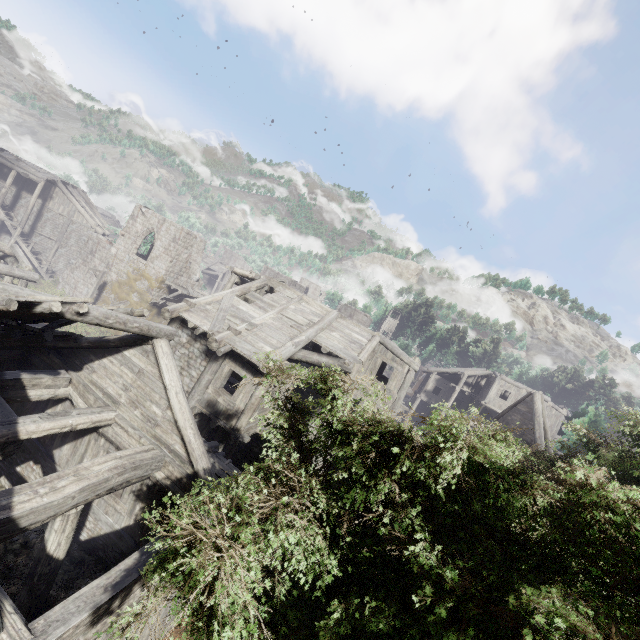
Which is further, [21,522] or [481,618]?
[21,522]

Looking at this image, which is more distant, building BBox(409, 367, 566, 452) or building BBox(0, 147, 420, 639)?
building BBox(409, 367, 566, 452)

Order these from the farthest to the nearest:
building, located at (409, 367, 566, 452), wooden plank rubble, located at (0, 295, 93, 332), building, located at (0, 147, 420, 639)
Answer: building, located at (409, 367, 566, 452), building, located at (0, 147, 420, 639), wooden plank rubble, located at (0, 295, 93, 332)

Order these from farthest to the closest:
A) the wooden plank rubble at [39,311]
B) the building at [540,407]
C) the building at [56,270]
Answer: the building at [540,407]
the building at [56,270]
the wooden plank rubble at [39,311]

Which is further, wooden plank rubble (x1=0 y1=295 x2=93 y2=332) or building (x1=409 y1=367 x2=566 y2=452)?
building (x1=409 y1=367 x2=566 y2=452)

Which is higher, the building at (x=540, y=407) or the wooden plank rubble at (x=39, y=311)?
the building at (x=540, y=407)

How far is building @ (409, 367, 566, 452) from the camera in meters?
18.6
